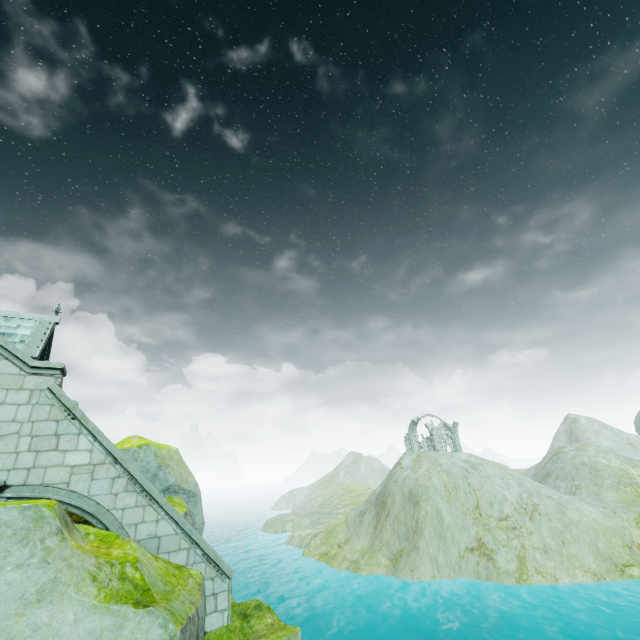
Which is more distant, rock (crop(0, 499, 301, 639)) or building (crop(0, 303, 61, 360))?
building (crop(0, 303, 61, 360))

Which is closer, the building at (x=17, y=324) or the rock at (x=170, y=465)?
the rock at (x=170, y=465)

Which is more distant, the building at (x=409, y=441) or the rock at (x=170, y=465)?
the building at (x=409, y=441)

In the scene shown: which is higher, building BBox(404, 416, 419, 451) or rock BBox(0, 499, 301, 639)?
building BBox(404, 416, 419, 451)

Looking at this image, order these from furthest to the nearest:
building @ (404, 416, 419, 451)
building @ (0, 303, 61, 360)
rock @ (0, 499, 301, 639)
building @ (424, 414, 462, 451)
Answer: building @ (404, 416, 419, 451), building @ (424, 414, 462, 451), building @ (0, 303, 61, 360), rock @ (0, 499, 301, 639)

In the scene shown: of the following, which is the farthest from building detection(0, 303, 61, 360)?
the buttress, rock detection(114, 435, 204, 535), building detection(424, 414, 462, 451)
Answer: building detection(424, 414, 462, 451)

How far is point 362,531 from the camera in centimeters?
3095cm

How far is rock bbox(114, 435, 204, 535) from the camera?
11.93m
